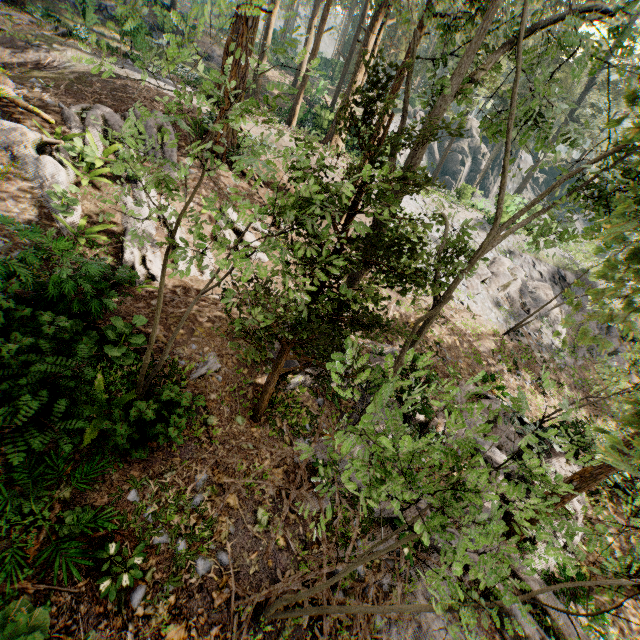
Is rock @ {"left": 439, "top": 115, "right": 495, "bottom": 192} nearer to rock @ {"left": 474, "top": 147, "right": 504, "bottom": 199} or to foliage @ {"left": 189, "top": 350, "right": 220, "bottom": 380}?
foliage @ {"left": 189, "top": 350, "right": 220, "bottom": 380}

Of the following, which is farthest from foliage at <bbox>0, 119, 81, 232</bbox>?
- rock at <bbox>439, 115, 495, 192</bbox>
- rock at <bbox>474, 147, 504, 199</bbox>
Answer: rock at <bbox>474, 147, 504, 199</bbox>

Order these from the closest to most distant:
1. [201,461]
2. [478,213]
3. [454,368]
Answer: [201,461], [454,368], [478,213]

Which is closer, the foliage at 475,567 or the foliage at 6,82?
the foliage at 475,567

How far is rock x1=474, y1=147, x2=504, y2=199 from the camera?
48.2 meters

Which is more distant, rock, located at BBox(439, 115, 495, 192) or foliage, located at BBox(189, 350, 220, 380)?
rock, located at BBox(439, 115, 495, 192)

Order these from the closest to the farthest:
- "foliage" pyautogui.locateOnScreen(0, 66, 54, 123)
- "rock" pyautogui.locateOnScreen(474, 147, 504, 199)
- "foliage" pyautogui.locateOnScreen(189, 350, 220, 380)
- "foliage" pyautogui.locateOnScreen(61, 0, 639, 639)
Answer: "foliage" pyautogui.locateOnScreen(61, 0, 639, 639)
"foliage" pyautogui.locateOnScreen(189, 350, 220, 380)
"foliage" pyautogui.locateOnScreen(0, 66, 54, 123)
"rock" pyautogui.locateOnScreen(474, 147, 504, 199)
